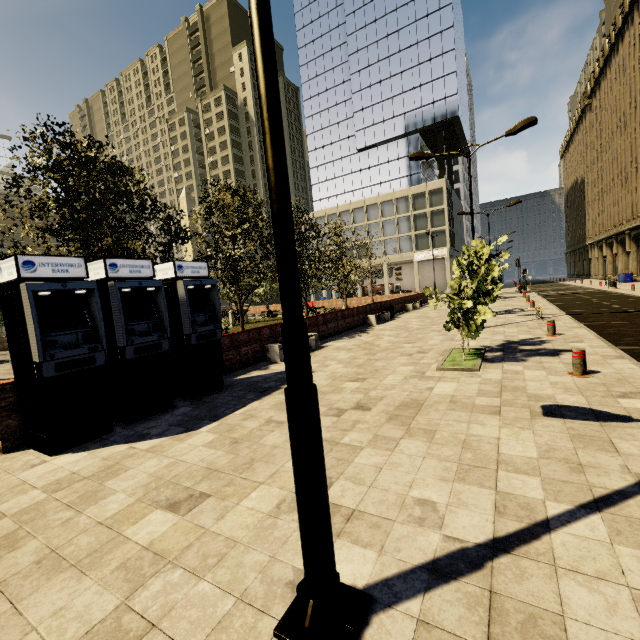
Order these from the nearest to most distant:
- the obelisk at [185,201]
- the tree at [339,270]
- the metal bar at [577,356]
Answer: the metal bar at [577,356] < the tree at [339,270] < the obelisk at [185,201]

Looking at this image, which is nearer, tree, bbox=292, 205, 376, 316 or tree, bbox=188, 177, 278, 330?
tree, bbox=188, 177, 278, 330

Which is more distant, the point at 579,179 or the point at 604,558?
the point at 579,179

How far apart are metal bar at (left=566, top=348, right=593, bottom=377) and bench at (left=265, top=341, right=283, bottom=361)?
7.86m

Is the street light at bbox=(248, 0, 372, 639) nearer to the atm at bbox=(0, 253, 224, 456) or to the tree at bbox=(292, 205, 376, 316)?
the tree at bbox=(292, 205, 376, 316)

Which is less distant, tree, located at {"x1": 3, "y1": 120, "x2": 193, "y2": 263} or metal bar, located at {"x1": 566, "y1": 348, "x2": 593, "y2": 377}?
metal bar, located at {"x1": 566, "y1": 348, "x2": 593, "y2": 377}

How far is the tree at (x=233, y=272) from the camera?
13.9 meters

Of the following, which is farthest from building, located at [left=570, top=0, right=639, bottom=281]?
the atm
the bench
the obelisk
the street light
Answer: the obelisk
